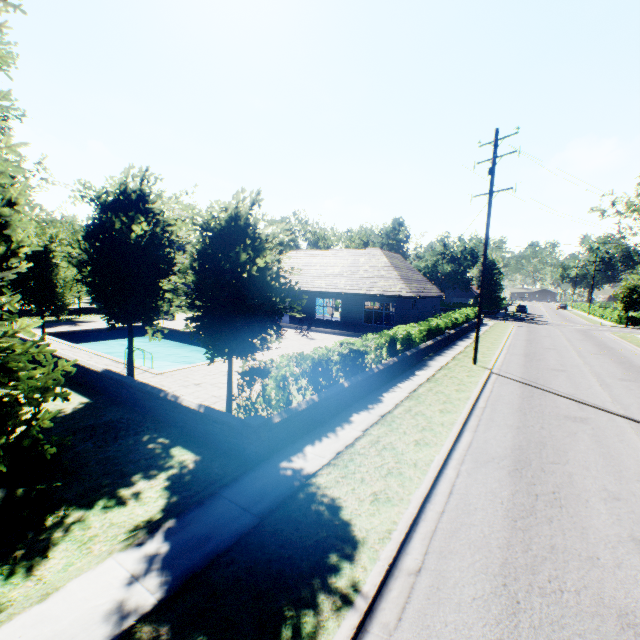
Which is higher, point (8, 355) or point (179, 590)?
point (8, 355)

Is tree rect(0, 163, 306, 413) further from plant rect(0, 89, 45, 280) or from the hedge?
the hedge

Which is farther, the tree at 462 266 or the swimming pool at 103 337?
the tree at 462 266

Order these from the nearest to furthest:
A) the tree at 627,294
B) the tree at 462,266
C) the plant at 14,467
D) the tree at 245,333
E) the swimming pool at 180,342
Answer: the plant at 14,467
the tree at 245,333
the swimming pool at 180,342
the tree at 627,294
the tree at 462,266

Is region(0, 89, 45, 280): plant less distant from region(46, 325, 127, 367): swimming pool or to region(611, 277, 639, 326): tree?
region(611, 277, 639, 326): tree

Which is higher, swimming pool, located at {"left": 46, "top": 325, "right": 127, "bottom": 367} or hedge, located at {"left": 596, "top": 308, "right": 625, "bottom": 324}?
hedge, located at {"left": 596, "top": 308, "right": 625, "bottom": 324}

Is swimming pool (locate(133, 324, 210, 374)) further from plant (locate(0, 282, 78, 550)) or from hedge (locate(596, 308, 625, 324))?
hedge (locate(596, 308, 625, 324))

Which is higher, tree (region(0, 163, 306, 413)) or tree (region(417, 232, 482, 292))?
tree (region(417, 232, 482, 292))
